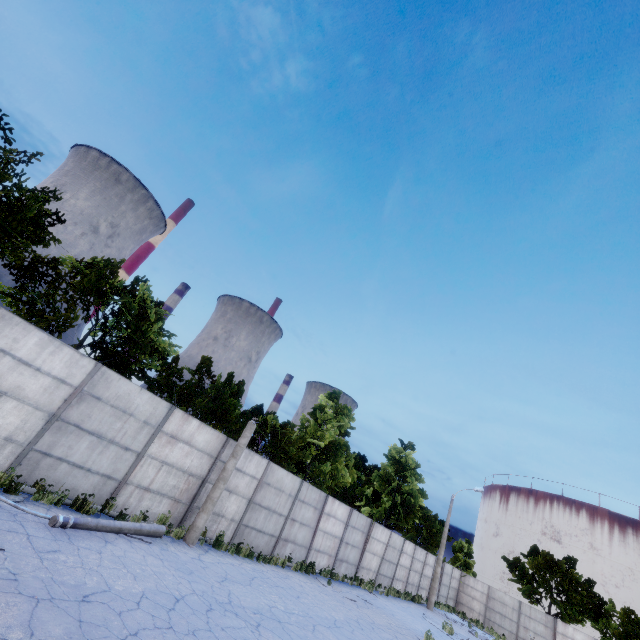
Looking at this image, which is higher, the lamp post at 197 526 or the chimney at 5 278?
the chimney at 5 278

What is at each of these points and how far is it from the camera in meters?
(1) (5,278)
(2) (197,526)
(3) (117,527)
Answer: (1) chimney, 54.0 m
(2) lamp post, 11.7 m
(3) lamp post, 9.0 m

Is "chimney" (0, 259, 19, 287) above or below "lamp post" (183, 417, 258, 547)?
above

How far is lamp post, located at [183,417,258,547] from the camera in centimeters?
1162cm

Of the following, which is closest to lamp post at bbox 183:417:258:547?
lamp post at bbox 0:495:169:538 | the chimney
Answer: lamp post at bbox 0:495:169:538

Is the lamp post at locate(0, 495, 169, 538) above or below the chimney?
below

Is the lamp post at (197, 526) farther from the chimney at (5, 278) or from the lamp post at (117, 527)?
the chimney at (5, 278)

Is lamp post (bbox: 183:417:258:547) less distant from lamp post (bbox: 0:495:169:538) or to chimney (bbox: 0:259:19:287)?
lamp post (bbox: 0:495:169:538)
